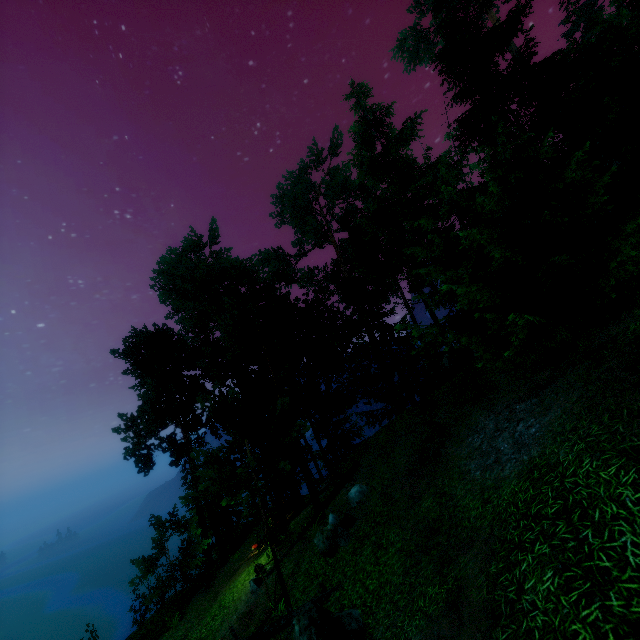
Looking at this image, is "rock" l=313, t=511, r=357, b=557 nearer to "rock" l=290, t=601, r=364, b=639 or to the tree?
the tree

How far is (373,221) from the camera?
22.05m

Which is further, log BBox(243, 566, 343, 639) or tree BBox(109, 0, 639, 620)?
log BBox(243, 566, 343, 639)

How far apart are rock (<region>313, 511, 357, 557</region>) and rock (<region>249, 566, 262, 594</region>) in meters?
5.3

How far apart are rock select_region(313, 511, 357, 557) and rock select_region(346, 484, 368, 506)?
0.7m

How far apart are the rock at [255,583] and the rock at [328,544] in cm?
532

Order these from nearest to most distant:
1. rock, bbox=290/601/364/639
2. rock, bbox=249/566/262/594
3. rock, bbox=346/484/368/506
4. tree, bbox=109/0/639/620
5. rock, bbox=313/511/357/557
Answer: rock, bbox=290/601/364/639, tree, bbox=109/0/639/620, rock, bbox=313/511/357/557, rock, bbox=346/484/368/506, rock, bbox=249/566/262/594

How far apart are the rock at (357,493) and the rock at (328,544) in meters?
0.7
